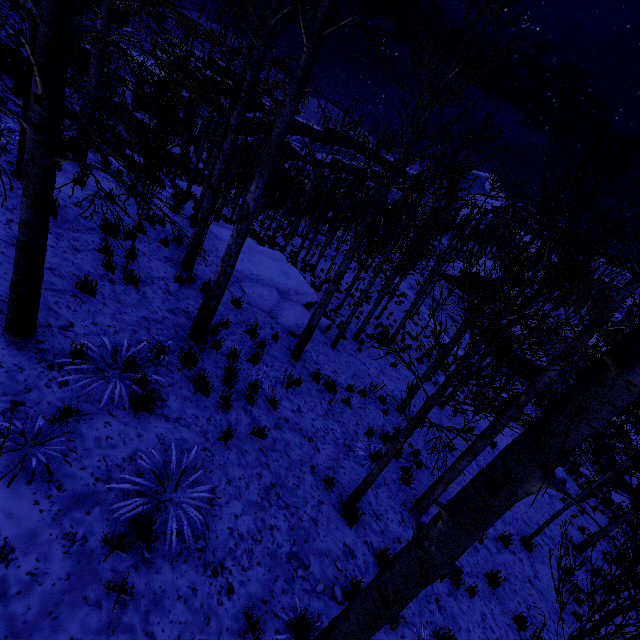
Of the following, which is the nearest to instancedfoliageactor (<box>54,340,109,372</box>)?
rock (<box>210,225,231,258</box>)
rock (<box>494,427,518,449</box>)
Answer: rock (<box>210,225,231,258</box>)

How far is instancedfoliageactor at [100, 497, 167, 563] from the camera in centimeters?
303cm

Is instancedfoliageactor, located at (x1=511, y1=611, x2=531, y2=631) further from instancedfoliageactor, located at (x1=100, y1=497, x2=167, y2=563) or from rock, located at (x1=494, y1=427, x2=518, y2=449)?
rock, located at (x1=494, y1=427, x2=518, y2=449)

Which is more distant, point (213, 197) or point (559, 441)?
point (213, 197)

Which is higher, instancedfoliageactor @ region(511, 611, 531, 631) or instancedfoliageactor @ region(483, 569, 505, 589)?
instancedfoliageactor @ region(483, 569, 505, 589)

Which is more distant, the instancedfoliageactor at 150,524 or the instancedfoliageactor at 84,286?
the instancedfoliageactor at 84,286

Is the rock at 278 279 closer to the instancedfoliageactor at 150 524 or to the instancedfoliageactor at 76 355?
the instancedfoliageactor at 76 355

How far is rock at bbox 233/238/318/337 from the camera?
9.89m
